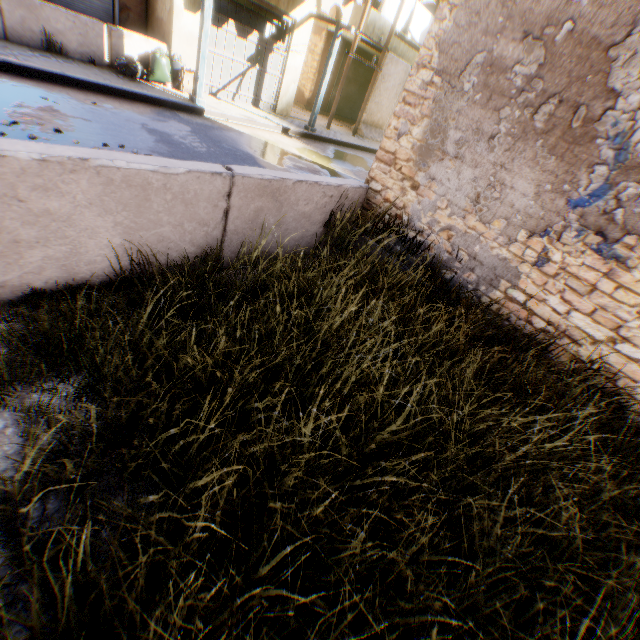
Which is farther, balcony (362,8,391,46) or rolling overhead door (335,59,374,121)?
rolling overhead door (335,59,374,121)

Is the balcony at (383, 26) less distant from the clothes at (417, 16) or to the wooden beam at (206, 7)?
the clothes at (417, 16)

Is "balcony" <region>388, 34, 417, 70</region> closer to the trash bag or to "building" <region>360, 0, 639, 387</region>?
"building" <region>360, 0, 639, 387</region>

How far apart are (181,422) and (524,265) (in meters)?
3.97

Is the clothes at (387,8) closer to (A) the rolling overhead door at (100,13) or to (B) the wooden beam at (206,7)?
(A) the rolling overhead door at (100,13)

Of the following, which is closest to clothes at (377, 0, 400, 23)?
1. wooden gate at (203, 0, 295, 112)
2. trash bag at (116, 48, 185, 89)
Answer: wooden gate at (203, 0, 295, 112)

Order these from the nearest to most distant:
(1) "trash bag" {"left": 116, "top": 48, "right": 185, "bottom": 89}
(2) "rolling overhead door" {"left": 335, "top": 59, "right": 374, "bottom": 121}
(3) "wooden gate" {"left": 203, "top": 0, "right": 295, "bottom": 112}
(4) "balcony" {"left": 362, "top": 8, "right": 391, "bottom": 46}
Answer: (1) "trash bag" {"left": 116, "top": 48, "right": 185, "bottom": 89}, (3) "wooden gate" {"left": 203, "top": 0, "right": 295, "bottom": 112}, (4) "balcony" {"left": 362, "top": 8, "right": 391, "bottom": 46}, (2) "rolling overhead door" {"left": 335, "top": 59, "right": 374, "bottom": 121}

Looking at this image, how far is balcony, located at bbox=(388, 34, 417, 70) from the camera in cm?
1491
